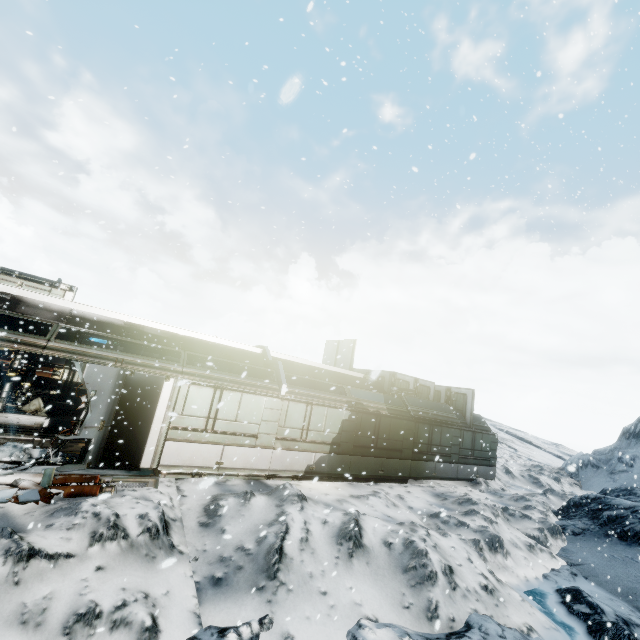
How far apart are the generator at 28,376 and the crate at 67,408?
0.8 meters

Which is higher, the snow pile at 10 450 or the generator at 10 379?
the generator at 10 379

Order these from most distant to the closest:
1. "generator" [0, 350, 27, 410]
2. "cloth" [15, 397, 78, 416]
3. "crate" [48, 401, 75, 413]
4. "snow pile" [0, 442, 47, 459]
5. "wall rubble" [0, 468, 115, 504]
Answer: "crate" [48, 401, 75, 413] → "cloth" [15, 397, 78, 416] → "generator" [0, 350, 27, 410] → "snow pile" [0, 442, 47, 459] → "wall rubble" [0, 468, 115, 504]

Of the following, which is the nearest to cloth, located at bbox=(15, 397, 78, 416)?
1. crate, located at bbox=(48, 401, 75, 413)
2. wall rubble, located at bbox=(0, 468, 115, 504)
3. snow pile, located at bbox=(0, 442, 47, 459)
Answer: crate, located at bbox=(48, 401, 75, 413)

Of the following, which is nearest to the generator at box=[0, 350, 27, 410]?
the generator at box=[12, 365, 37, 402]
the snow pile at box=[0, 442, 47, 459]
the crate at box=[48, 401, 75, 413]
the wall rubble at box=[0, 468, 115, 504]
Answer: the generator at box=[12, 365, 37, 402]

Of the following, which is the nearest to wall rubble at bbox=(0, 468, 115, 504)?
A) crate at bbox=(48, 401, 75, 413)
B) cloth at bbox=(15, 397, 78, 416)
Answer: cloth at bbox=(15, 397, 78, 416)

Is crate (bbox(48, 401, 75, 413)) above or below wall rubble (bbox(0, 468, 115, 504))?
above

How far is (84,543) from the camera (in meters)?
5.74
